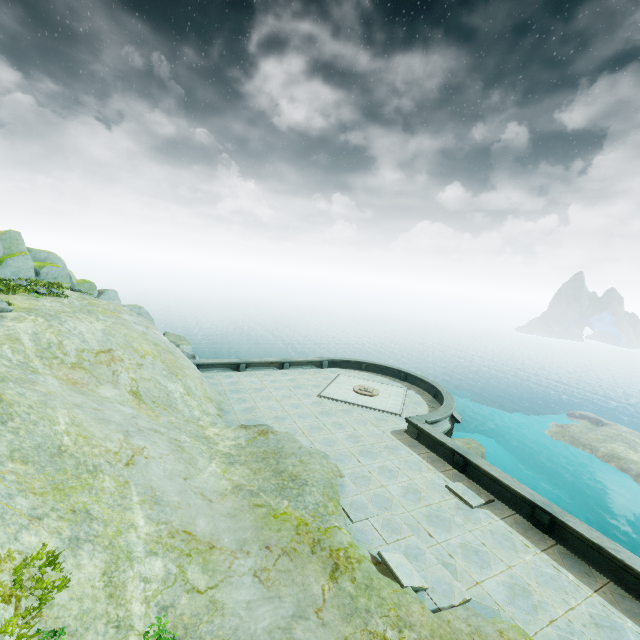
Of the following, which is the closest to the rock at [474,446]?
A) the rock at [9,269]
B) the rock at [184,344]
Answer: the rock at [184,344]

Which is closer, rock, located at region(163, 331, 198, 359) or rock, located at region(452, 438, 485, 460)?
rock, located at region(163, 331, 198, 359)

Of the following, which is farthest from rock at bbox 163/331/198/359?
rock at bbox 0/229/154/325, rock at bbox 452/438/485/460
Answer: rock at bbox 452/438/485/460

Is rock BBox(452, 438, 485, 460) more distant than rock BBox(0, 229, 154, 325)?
Yes

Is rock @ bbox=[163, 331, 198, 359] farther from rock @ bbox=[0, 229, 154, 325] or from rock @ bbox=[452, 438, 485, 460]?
rock @ bbox=[452, 438, 485, 460]

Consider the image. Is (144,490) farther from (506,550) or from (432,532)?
(506,550)

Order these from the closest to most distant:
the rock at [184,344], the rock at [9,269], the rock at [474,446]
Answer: the rock at [9,269] < the rock at [184,344] < the rock at [474,446]

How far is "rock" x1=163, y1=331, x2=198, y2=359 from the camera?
26.1m
